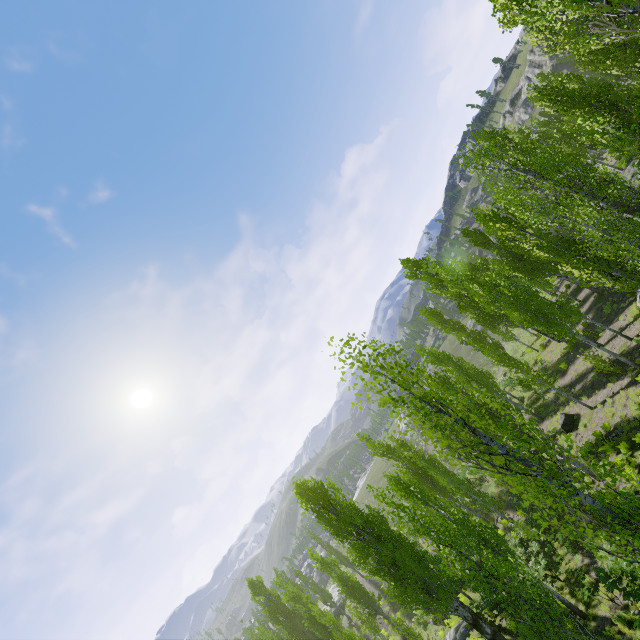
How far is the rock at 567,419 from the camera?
21.3m

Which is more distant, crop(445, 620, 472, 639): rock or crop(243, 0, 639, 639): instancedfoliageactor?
crop(445, 620, 472, 639): rock

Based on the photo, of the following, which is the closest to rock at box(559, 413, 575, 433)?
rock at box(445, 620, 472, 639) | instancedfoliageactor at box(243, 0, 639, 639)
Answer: instancedfoliageactor at box(243, 0, 639, 639)

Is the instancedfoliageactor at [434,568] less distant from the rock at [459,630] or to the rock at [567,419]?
the rock at [567,419]

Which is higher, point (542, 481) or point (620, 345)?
point (542, 481)

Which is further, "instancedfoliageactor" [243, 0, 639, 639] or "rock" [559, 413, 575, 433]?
"rock" [559, 413, 575, 433]

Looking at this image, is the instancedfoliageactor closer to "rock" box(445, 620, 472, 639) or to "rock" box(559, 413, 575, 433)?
"rock" box(559, 413, 575, 433)
